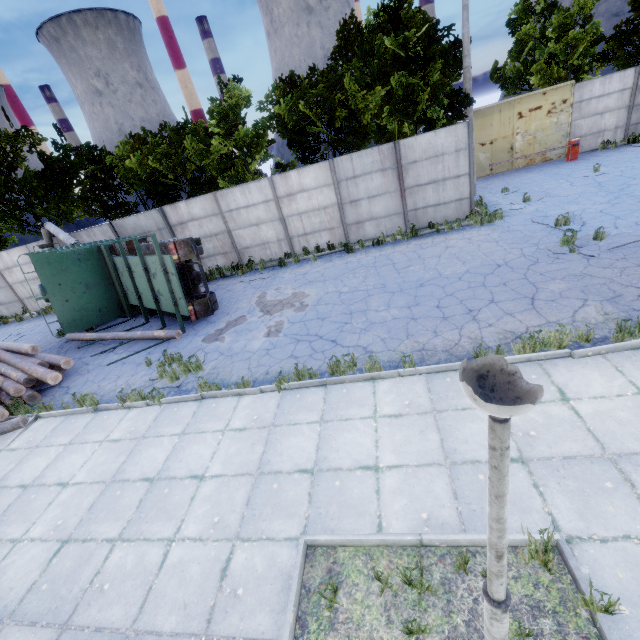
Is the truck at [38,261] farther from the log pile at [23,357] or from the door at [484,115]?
the door at [484,115]

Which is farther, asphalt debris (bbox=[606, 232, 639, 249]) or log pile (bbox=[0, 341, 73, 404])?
log pile (bbox=[0, 341, 73, 404])

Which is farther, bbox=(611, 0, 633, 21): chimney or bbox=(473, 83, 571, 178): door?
bbox=(611, 0, 633, 21): chimney

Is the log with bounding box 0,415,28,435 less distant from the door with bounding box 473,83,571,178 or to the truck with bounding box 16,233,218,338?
the truck with bounding box 16,233,218,338

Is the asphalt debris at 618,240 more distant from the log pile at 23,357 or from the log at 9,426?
the log at 9,426

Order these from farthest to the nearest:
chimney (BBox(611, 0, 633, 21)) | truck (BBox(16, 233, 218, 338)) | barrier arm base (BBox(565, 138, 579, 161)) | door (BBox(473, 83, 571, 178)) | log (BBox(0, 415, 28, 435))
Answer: chimney (BBox(611, 0, 633, 21)), door (BBox(473, 83, 571, 178)), barrier arm base (BBox(565, 138, 579, 161)), truck (BBox(16, 233, 218, 338)), log (BBox(0, 415, 28, 435))

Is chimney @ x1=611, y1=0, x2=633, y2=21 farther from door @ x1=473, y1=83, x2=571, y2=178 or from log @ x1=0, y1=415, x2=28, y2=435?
log @ x1=0, y1=415, x2=28, y2=435

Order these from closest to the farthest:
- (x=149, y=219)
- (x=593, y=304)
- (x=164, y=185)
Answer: (x=593, y=304), (x=149, y=219), (x=164, y=185)
